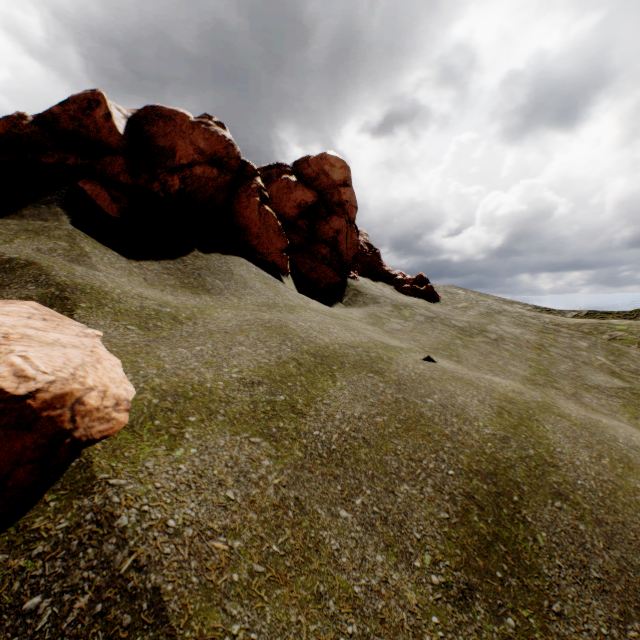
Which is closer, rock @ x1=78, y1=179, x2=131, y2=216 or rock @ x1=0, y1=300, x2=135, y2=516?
rock @ x1=0, y1=300, x2=135, y2=516

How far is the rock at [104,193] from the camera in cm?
901

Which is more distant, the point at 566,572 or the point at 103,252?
the point at 103,252

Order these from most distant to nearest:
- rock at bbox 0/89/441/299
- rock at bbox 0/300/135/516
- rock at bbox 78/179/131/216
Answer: rock at bbox 0/89/441/299, rock at bbox 78/179/131/216, rock at bbox 0/300/135/516

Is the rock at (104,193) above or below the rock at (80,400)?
above

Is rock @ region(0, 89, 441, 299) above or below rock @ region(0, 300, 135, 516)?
above
